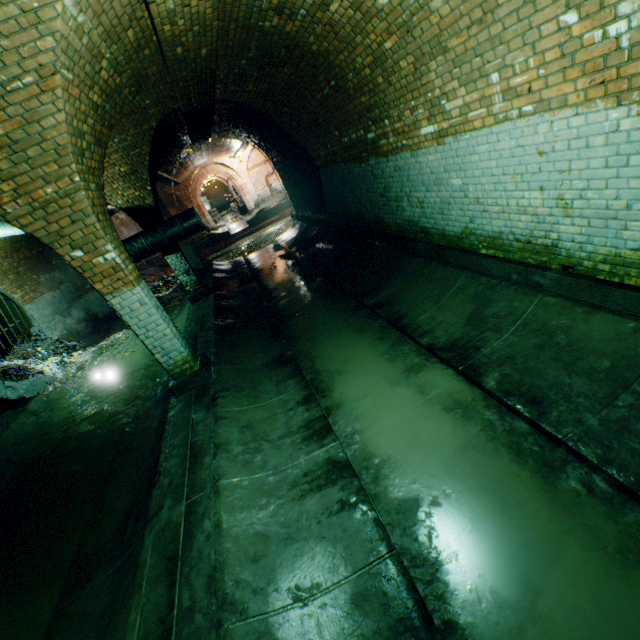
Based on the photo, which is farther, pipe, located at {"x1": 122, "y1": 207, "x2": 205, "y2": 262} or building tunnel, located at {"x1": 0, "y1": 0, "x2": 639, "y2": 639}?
pipe, located at {"x1": 122, "y1": 207, "x2": 205, "y2": 262}

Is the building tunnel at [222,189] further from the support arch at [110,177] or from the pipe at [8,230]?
the support arch at [110,177]

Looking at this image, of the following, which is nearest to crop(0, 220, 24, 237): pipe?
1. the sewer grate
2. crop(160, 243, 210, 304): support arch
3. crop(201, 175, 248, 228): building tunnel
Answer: crop(160, 243, 210, 304): support arch

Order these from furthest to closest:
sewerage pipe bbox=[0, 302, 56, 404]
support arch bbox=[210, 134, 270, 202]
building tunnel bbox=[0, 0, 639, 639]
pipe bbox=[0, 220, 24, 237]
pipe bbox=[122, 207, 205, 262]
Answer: support arch bbox=[210, 134, 270, 202] < pipe bbox=[122, 207, 205, 262] < sewerage pipe bbox=[0, 302, 56, 404] < pipe bbox=[0, 220, 24, 237] < building tunnel bbox=[0, 0, 639, 639]

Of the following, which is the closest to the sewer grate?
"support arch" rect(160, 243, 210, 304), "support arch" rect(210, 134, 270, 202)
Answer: "support arch" rect(160, 243, 210, 304)

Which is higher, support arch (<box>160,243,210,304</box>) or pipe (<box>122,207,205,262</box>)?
pipe (<box>122,207,205,262</box>)

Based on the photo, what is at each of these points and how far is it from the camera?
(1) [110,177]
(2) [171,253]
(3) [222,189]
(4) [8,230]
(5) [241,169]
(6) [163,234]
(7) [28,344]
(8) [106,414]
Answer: (1) support arch, 7.5m
(2) support arch, 9.0m
(3) building tunnel, 53.5m
(4) pipe, 6.6m
(5) support arch, 26.1m
(6) pipe, 8.4m
(7) sewer grate, 8.8m
(8) building tunnel, 6.8m

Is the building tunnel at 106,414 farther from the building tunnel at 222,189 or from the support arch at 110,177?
the building tunnel at 222,189
